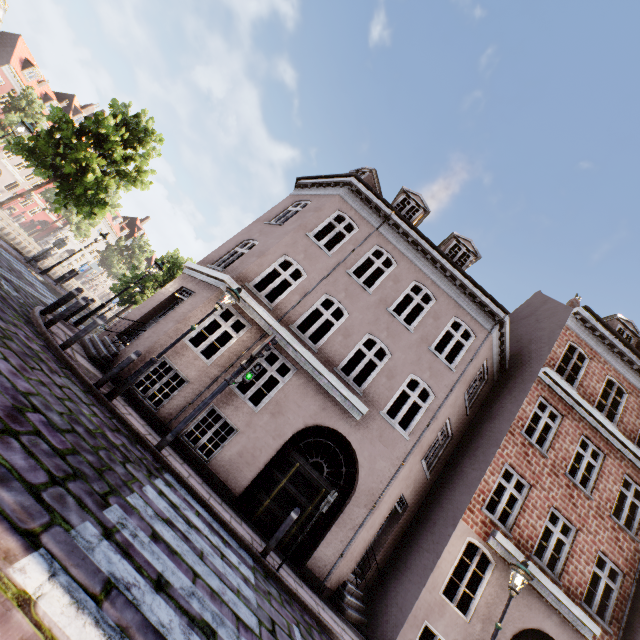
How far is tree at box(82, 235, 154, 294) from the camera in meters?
26.6

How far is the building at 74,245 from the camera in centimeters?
5219cm

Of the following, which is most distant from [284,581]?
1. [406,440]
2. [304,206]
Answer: [304,206]

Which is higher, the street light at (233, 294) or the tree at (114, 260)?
the tree at (114, 260)

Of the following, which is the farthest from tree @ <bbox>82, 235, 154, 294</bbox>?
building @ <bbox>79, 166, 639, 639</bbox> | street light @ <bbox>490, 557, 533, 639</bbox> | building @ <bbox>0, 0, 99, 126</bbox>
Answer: street light @ <bbox>490, 557, 533, 639</bbox>

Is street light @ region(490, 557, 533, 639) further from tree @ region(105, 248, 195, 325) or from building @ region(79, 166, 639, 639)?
tree @ region(105, 248, 195, 325)

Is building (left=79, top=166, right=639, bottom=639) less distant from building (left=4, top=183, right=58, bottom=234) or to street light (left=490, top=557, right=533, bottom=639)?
street light (left=490, top=557, right=533, bottom=639)
